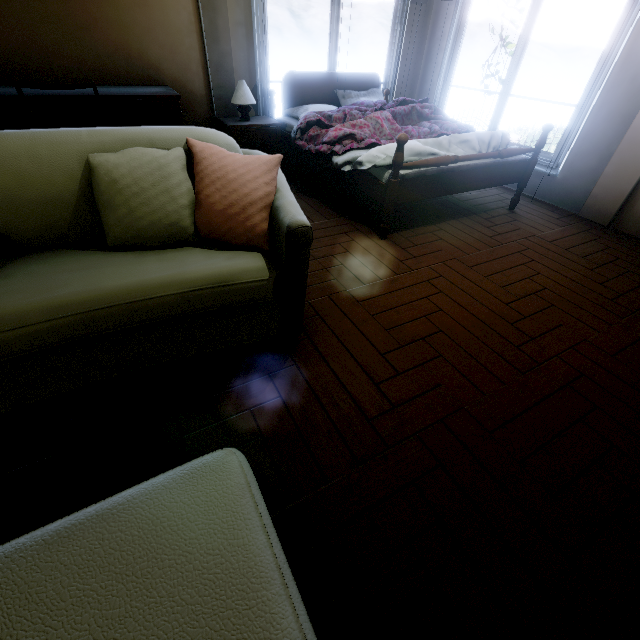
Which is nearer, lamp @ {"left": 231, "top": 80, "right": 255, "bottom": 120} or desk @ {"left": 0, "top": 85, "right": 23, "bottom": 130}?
desk @ {"left": 0, "top": 85, "right": 23, "bottom": 130}

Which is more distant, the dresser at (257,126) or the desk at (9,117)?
the dresser at (257,126)

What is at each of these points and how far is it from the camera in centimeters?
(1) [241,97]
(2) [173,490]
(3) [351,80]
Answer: (1) lamp, 327cm
(2) table, 77cm
(3) bed, 400cm

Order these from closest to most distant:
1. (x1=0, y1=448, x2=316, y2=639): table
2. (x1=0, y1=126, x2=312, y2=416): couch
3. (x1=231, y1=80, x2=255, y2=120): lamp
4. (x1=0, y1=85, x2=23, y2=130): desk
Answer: (x1=0, y1=448, x2=316, y2=639): table, (x1=0, y1=126, x2=312, y2=416): couch, (x1=0, y1=85, x2=23, y2=130): desk, (x1=231, y1=80, x2=255, y2=120): lamp

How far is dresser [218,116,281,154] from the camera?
3.3 meters

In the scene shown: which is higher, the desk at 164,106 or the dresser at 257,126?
the desk at 164,106

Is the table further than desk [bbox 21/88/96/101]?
No

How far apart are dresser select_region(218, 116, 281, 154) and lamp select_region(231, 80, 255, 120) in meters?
0.2 m
